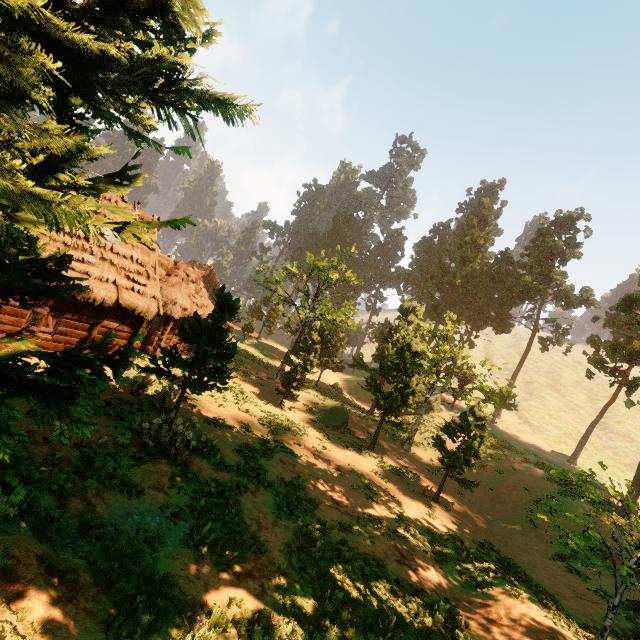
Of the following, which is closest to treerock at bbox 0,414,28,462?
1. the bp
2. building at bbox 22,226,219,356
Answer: building at bbox 22,226,219,356

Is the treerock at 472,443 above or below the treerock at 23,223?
below

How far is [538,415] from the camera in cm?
4919

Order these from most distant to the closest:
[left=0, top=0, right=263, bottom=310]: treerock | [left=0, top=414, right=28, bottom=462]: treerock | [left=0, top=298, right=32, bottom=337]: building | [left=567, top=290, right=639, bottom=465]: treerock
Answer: [left=567, top=290, right=639, bottom=465]: treerock → [left=0, top=298, right=32, bottom=337]: building → [left=0, top=414, right=28, bottom=462]: treerock → [left=0, top=0, right=263, bottom=310]: treerock

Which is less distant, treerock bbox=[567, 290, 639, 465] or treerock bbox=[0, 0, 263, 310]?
treerock bbox=[0, 0, 263, 310]

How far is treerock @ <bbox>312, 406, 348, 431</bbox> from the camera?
24.8 meters

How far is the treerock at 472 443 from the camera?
17.7m
